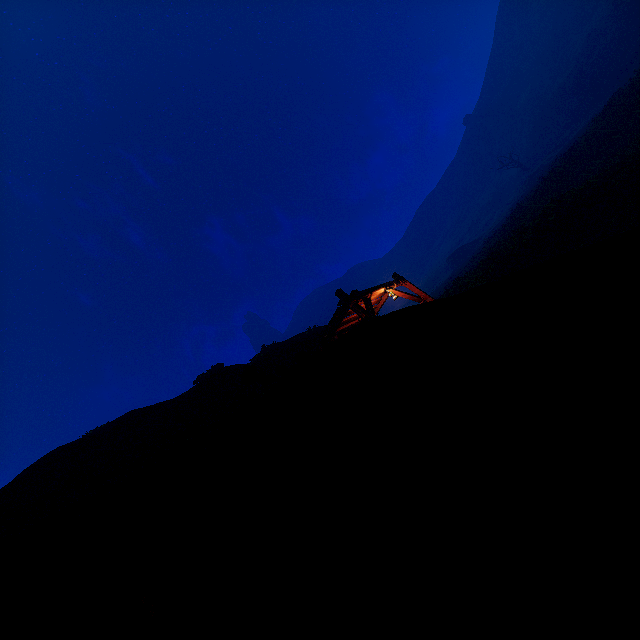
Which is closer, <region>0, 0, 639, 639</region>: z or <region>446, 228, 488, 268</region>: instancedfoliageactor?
<region>0, 0, 639, 639</region>: z

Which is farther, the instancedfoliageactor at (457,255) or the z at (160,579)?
the instancedfoliageactor at (457,255)

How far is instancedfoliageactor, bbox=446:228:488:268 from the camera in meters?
55.2 m

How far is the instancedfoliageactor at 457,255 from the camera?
55.22m

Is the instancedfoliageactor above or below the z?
above

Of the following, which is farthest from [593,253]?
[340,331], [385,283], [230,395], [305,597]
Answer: [385,283]
